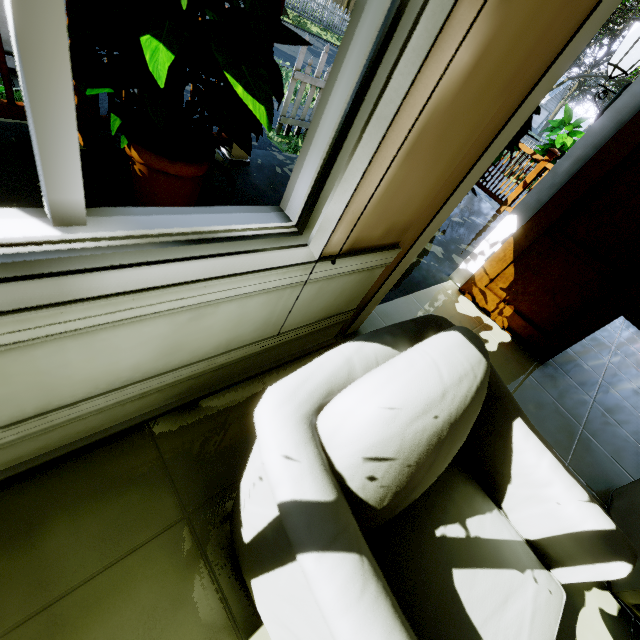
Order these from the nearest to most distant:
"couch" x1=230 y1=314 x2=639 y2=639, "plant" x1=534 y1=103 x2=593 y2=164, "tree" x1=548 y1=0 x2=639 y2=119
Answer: "couch" x1=230 y1=314 x2=639 y2=639 < "plant" x1=534 y1=103 x2=593 y2=164 < "tree" x1=548 y1=0 x2=639 y2=119

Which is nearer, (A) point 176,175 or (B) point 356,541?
(B) point 356,541

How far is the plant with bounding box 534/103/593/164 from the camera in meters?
9.7

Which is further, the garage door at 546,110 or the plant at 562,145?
the garage door at 546,110

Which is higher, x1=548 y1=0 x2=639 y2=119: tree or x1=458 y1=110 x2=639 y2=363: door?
x1=548 y1=0 x2=639 y2=119: tree

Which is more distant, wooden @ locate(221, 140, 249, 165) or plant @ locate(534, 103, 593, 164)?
plant @ locate(534, 103, 593, 164)

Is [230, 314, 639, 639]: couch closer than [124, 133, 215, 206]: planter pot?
Yes

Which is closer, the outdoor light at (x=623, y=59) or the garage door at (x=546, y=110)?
the outdoor light at (x=623, y=59)
